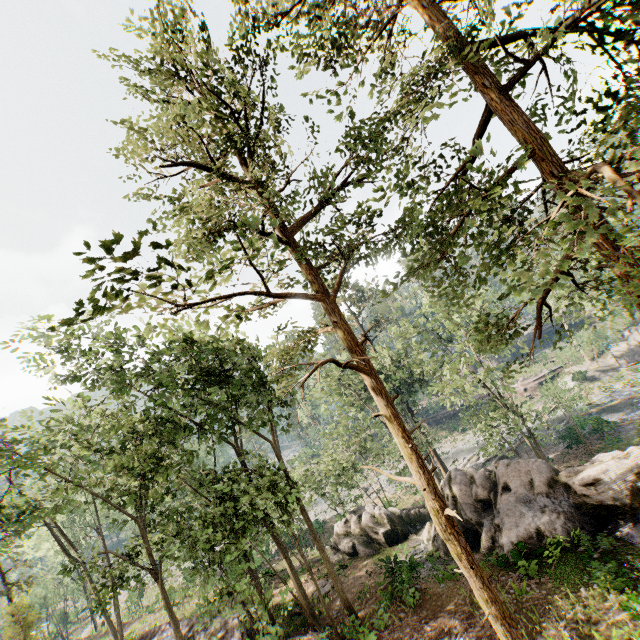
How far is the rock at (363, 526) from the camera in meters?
21.5

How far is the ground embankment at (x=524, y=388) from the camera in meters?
49.5 m

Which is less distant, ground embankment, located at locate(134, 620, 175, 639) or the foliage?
Result: the foliage

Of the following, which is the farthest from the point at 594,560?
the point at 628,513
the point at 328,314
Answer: the point at 328,314

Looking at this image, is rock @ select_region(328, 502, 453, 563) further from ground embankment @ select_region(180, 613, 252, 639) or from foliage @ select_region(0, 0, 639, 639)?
foliage @ select_region(0, 0, 639, 639)

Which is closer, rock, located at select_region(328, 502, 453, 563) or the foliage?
the foliage

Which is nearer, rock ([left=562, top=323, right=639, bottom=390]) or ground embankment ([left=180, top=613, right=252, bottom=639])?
ground embankment ([left=180, top=613, right=252, bottom=639])

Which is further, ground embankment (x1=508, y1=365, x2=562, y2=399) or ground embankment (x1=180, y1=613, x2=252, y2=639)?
ground embankment (x1=508, y1=365, x2=562, y2=399)
